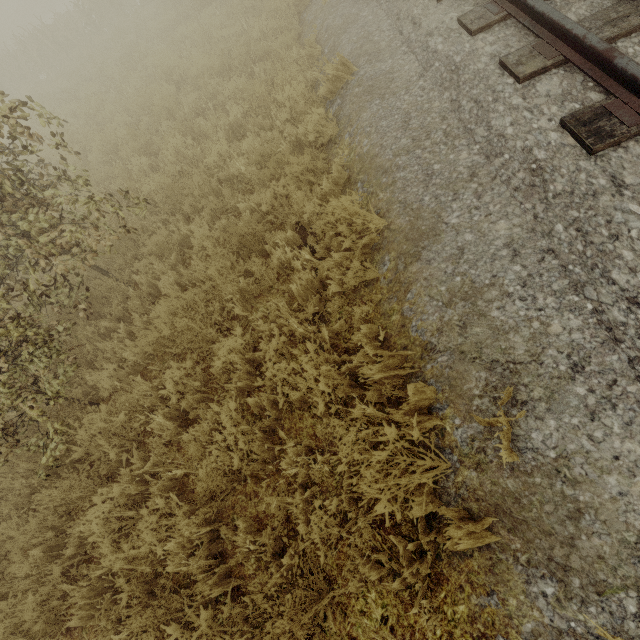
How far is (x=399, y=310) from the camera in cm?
301
